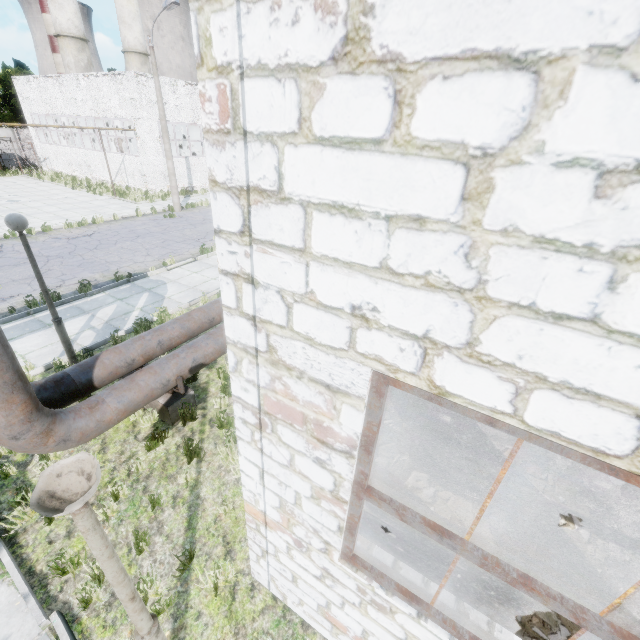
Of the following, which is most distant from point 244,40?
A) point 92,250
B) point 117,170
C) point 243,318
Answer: point 117,170

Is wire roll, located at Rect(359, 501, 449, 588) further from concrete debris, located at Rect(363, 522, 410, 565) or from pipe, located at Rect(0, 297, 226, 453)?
pipe, located at Rect(0, 297, 226, 453)

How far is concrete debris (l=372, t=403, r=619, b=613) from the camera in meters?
3.9

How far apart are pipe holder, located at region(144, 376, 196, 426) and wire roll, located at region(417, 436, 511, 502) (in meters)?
4.33

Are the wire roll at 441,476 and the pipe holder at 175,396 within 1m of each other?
no

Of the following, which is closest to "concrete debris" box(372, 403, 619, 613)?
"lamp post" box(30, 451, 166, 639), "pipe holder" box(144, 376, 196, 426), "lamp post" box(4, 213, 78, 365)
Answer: "lamp post" box(30, 451, 166, 639)

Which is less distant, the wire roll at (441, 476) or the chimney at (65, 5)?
the wire roll at (441, 476)

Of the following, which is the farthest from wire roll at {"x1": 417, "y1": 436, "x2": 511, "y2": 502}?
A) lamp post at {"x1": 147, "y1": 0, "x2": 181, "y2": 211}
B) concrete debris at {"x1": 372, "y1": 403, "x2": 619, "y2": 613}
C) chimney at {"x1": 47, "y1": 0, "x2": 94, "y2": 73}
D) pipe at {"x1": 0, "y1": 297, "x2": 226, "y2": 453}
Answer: chimney at {"x1": 47, "y1": 0, "x2": 94, "y2": 73}
